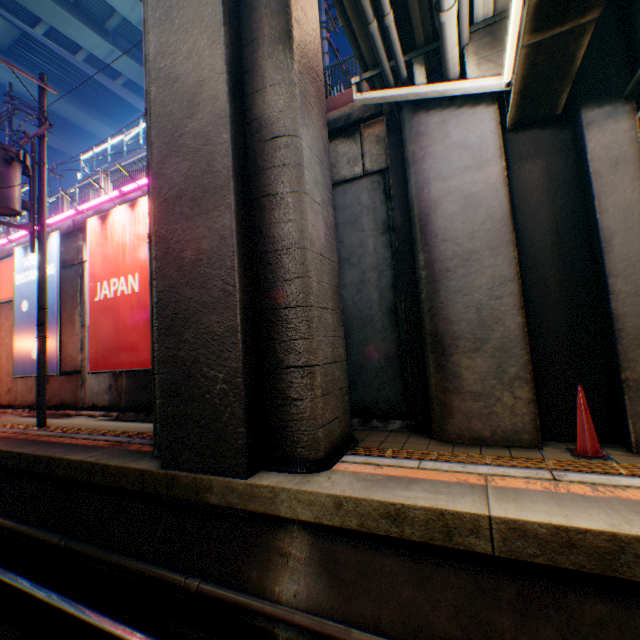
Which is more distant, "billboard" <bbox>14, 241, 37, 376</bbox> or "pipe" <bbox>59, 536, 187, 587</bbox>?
"billboard" <bbox>14, 241, 37, 376</bbox>

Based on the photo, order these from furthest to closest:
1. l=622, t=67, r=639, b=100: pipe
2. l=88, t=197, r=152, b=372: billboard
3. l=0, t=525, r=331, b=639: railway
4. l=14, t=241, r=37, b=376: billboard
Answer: l=14, t=241, r=37, b=376: billboard, l=88, t=197, r=152, b=372: billboard, l=622, t=67, r=639, b=100: pipe, l=0, t=525, r=331, b=639: railway

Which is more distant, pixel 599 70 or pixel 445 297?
pixel 445 297

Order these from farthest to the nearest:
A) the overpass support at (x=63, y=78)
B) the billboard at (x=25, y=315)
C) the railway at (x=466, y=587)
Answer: the overpass support at (x=63, y=78)
the billboard at (x=25, y=315)
the railway at (x=466, y=587)

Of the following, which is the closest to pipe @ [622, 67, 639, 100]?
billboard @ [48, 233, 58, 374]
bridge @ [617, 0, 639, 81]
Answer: bridge @ [617, 0, 639, 81]

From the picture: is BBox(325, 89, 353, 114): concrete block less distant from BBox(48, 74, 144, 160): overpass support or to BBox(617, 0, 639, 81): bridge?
BBox(48, 74, 144, 160): overpass support

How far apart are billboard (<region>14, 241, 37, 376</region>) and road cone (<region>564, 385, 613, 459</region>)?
12.2m

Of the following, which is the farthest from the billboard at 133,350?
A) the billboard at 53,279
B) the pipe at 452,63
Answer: the pipe at 452,63
